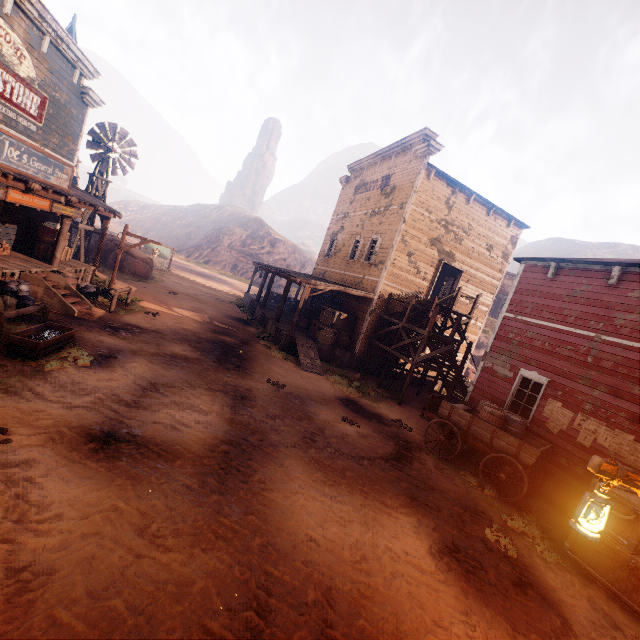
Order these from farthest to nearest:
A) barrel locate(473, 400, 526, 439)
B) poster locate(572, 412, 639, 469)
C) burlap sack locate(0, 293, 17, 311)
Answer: barrel locate(473, 400, 526, 439) < burlap sack locate(0, 293, 17, 311) < poster locate(572, 412, 639, 469)

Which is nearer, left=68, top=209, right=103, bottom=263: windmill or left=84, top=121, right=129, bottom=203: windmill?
left=84, top=121, right=129, bottom=203: windmill

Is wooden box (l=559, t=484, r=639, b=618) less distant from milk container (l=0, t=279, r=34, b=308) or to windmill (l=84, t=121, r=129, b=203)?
milk container (l=0, t=279, r=34, b=308)

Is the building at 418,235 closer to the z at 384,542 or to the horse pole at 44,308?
the z at 384,542

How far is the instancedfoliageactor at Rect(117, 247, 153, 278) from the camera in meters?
21.5

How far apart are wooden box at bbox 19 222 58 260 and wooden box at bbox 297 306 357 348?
11.25m

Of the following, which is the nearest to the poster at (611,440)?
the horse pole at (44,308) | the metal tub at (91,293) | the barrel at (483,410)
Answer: the barrel at (483,410)

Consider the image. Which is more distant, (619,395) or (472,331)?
(472,331)
